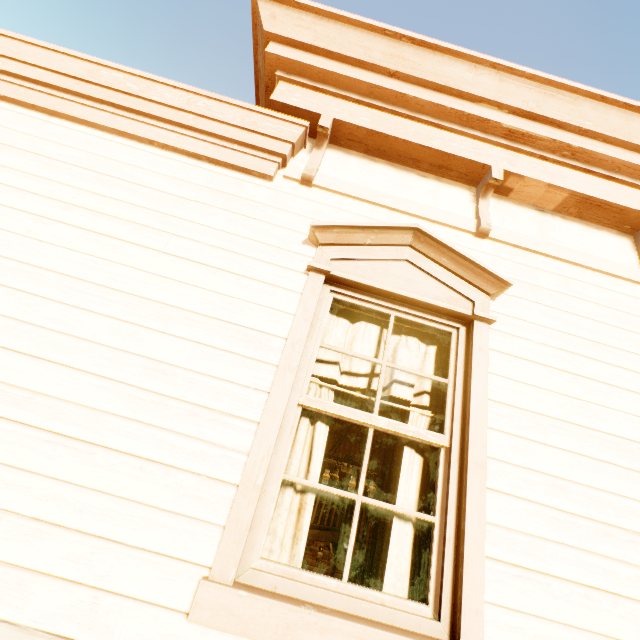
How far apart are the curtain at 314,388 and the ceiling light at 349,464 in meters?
4.9 m

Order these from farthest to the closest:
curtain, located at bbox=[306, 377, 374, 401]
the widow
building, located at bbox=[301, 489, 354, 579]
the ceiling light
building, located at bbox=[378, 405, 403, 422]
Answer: building, located at bbox=[301, 489, 354, 579] < the ceiling light < building, located at bbox=[378, 405, 403, 422] < curtain, located at bbox=[306, 377, 374, 401] < the widow

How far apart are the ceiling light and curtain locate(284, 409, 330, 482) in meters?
4.9 m

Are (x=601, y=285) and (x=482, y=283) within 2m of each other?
yes

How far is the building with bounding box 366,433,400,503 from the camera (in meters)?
4.31

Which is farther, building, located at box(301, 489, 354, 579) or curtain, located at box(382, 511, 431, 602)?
building, located at box(301, 489, 354, 579)
